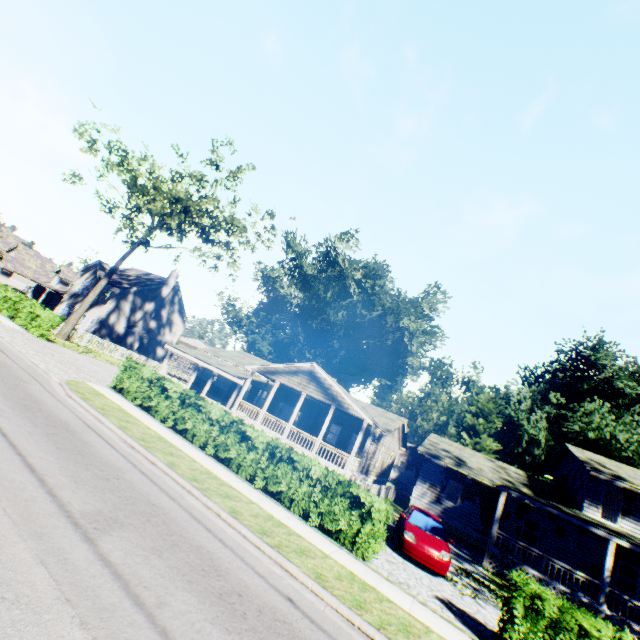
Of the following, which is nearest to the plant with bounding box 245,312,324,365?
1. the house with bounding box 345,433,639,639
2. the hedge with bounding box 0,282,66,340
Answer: the house with bounding box 345,433,639,639

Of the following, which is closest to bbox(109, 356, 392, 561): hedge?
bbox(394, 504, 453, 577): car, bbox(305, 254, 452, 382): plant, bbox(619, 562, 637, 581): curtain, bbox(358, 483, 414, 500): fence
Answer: bbox(358, 483, 414, 500): fence

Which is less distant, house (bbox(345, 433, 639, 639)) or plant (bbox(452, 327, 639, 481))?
house (bbox(345, 433, 639, 639))

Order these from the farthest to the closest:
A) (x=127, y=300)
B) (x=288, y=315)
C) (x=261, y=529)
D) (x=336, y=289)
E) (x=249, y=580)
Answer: (x=288, y=315)
(x=336, y=289)
(x=127, y=300)
(x=261, y=529)
(x=249, y=580)

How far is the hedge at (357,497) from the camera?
10.0m

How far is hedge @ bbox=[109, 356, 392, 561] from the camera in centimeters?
996cm

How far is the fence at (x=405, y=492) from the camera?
18.2 meters

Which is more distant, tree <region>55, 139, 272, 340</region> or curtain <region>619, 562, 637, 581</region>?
tree <region>55, 139, 272, 340</region>
